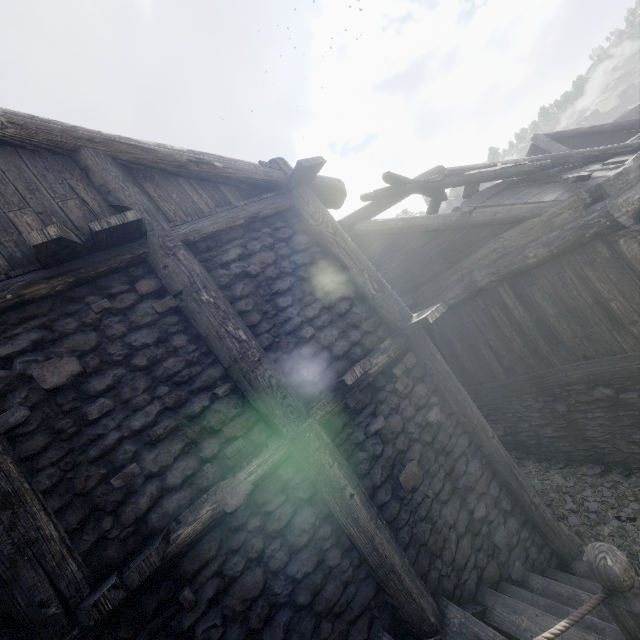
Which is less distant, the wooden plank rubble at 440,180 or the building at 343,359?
the building at 343,359

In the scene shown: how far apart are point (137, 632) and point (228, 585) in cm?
76

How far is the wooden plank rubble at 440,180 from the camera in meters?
6.5

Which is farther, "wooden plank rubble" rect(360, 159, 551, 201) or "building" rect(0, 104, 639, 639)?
"wooden plank rubble" rect(360, 159, 551, 201)

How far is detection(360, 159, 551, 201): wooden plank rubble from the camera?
6.5m
